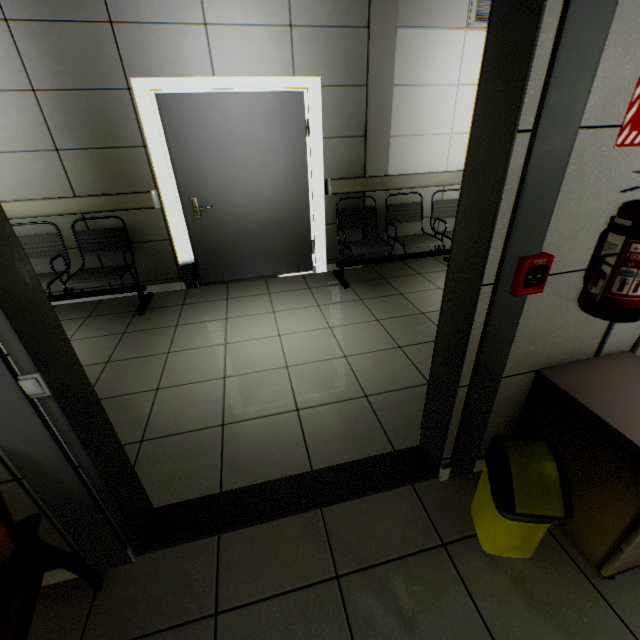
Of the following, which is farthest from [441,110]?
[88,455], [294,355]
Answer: [88,455]

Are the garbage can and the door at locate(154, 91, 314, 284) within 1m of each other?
no

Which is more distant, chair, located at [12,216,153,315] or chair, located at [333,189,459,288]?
chair, located at [333,189,459,288]

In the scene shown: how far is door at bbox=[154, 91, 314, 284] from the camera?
3.3m

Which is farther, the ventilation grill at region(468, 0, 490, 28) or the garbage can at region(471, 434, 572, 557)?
the ventilation grill at region(468, 0, 490, 28)

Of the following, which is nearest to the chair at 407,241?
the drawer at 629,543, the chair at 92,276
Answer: the chair at 92,276

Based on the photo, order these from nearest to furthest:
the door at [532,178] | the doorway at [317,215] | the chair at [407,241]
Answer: the door at [532,178], the doorway at [317,215], the chair at [407,241]

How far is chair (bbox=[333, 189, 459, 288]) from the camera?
3.9m
